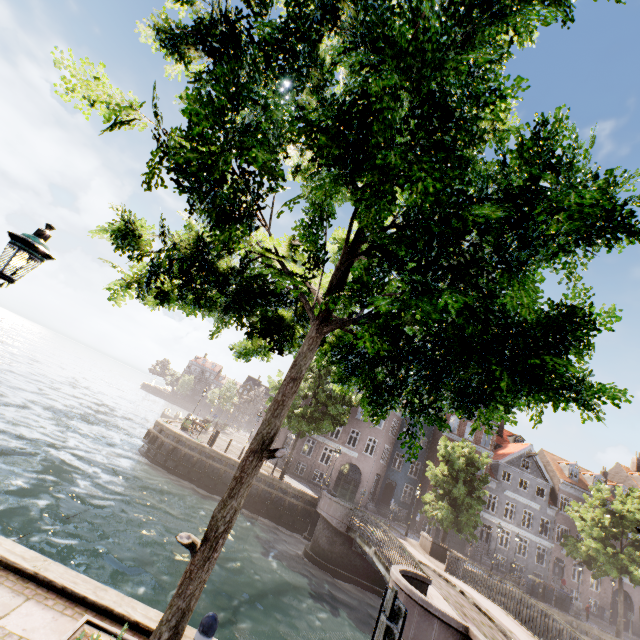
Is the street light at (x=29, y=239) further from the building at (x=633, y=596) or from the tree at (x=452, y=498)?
the building at (x=633, y=596)

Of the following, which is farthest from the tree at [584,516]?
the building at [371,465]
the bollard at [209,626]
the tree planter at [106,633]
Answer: the building at [371,465]

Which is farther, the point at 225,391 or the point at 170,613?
the point at 225,391

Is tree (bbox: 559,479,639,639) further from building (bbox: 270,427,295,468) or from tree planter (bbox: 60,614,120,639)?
building (bbox: 270,427,295,468)

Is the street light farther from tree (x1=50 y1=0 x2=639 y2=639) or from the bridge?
the bridge

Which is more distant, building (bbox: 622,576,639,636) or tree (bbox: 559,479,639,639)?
building (bbox: 622,576,639,636)

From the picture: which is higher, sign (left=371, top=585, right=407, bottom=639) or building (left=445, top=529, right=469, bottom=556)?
sign (left=371, top=585, right=407, bottom=639)

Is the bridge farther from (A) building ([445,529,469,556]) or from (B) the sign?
(A) building ([445,529,469,556])
